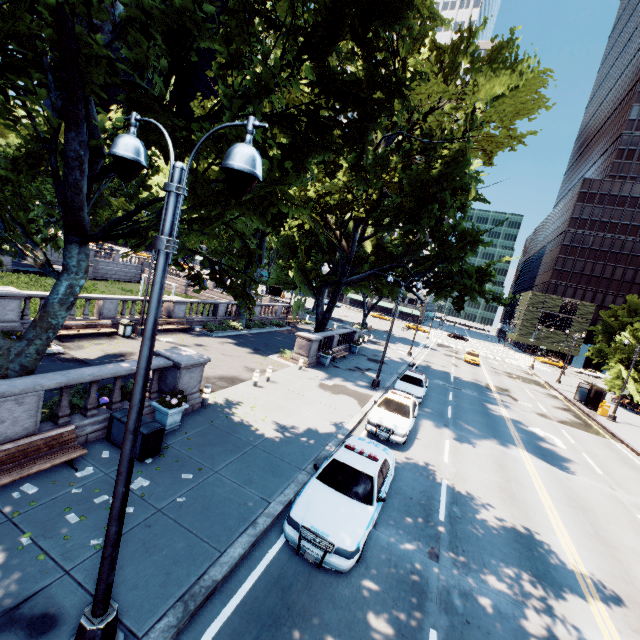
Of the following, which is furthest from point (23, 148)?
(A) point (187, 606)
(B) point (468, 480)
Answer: (B) point (468, 480)

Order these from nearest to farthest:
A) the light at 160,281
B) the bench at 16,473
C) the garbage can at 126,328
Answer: the light at 160,281 < the bench at 16,473 < the garbage can at 126,328

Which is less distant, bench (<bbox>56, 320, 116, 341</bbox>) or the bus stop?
bench (<bbox>56, 320, 116, 341</bbox>)

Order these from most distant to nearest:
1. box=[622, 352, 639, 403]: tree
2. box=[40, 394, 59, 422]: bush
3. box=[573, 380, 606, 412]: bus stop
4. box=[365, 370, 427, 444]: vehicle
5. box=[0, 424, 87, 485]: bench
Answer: box=[622, 352, 639, 403]: tree < box=[573, 380, 606, 412]: bus stop < box=[365, 370, 427, 444]: vehicle < box=[40, 394, 59, 422]: bush < box=[0, 424, 87, 485]: bench

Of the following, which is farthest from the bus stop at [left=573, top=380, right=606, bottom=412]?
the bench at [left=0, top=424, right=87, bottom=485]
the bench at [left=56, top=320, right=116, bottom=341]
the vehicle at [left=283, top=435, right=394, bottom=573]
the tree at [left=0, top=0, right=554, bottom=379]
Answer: the bench at [left=56, top=320, right=116, bottom=341]

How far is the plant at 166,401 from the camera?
10.3 meters

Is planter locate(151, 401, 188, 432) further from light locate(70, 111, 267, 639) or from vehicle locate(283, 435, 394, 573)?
light locate(70, 111, 267, 639)

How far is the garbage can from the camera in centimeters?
1895cm
